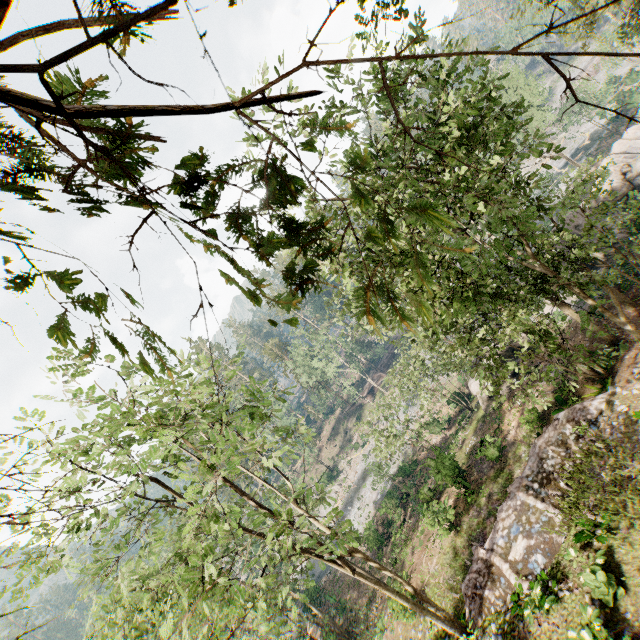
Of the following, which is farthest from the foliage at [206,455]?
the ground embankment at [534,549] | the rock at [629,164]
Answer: the rock at [629,164]

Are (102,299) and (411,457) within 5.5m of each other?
no

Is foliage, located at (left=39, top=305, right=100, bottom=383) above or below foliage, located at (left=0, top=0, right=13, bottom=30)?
above

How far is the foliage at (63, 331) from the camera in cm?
267

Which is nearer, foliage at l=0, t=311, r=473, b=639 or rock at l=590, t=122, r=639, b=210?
foliage at l=0, t=311, r=473, b=639

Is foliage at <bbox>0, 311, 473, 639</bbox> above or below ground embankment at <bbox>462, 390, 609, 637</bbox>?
above

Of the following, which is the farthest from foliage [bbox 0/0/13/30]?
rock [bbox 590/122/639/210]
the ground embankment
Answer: rock [bbox 590/122/639/210]

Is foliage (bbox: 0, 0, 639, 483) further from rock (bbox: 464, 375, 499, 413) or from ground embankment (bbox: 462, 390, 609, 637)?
rock (bbox: 464, 375, 499, 413)
